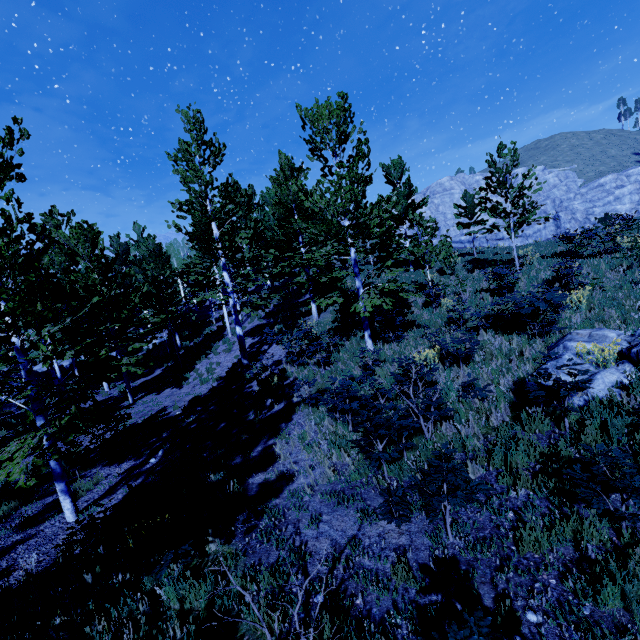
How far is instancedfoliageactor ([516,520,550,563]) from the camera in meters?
3.7 m

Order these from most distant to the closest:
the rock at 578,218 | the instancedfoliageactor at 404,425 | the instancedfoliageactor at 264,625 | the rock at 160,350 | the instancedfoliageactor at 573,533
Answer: the rock at 578,218
the rock at 160,350
the instancedfoliageactor at 404,425
the instancedfoliageactor at 573,533
the instancedfoliageactor at 264,625

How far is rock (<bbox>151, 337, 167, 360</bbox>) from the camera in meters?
25.5

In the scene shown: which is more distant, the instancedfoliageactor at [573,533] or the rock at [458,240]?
the rock at [458,240]

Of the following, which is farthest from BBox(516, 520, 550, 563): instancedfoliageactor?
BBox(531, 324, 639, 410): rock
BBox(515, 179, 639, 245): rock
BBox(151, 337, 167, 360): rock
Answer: BBox(515, 179, 639, 245): rock

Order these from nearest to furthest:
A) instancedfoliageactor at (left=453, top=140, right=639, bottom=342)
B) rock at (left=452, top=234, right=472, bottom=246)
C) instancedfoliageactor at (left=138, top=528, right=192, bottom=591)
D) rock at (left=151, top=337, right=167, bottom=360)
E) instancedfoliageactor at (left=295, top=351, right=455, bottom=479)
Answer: instancedfoliageactor at (left=138, top=528, right=192, bottom=591) → instancedfoliageactor at (left=295, top=351, right=455, bottom=479) → instancedfoliageactor at (left=453, top=140, right=639, bottom=342) → rock at (left=151, top=337, right=167, bottom=360) → rock at (left=452, top=234, right=472, bottom=246)

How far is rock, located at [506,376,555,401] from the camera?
6.22m

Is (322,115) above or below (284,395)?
above
